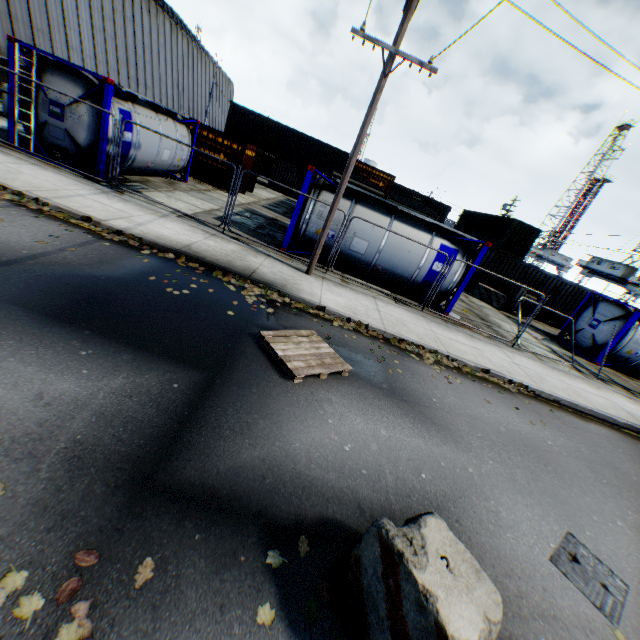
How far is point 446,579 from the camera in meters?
2.3

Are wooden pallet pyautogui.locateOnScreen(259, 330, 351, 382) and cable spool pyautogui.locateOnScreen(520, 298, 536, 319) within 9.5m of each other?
no

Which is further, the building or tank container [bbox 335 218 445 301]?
the building

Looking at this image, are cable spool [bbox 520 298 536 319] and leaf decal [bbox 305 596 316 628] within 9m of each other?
no

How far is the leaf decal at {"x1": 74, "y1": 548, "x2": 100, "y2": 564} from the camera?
2.3m

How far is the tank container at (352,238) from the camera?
11.42m

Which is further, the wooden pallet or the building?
the building

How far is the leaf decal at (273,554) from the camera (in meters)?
2.73
